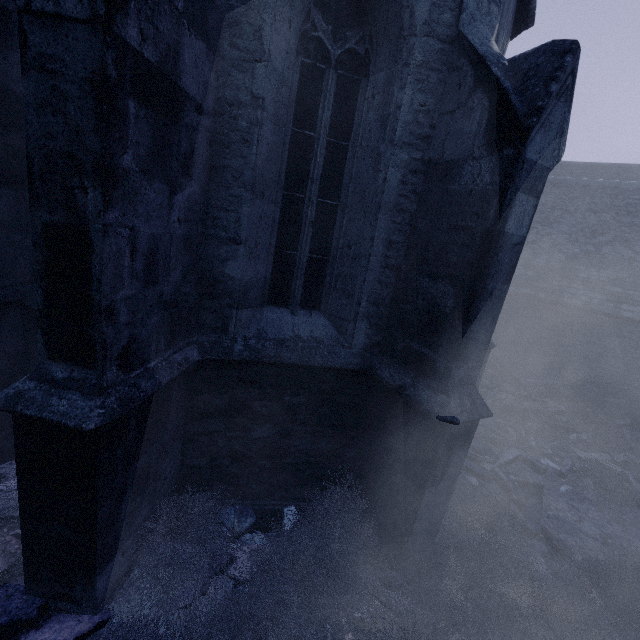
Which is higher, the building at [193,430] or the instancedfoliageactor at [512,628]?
the building at [193,430]

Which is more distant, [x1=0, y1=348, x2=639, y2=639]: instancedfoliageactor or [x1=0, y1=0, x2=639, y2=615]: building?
[x1=0, y1=348, x2=639, y2=639]: instancedfoliageactor

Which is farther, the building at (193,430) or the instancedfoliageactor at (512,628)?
the instancedfoliageactor at (512,628)

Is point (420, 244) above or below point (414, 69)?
below

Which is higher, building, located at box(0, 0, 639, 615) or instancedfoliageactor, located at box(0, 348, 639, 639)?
building, located at box(0, 0, 639, 615)
